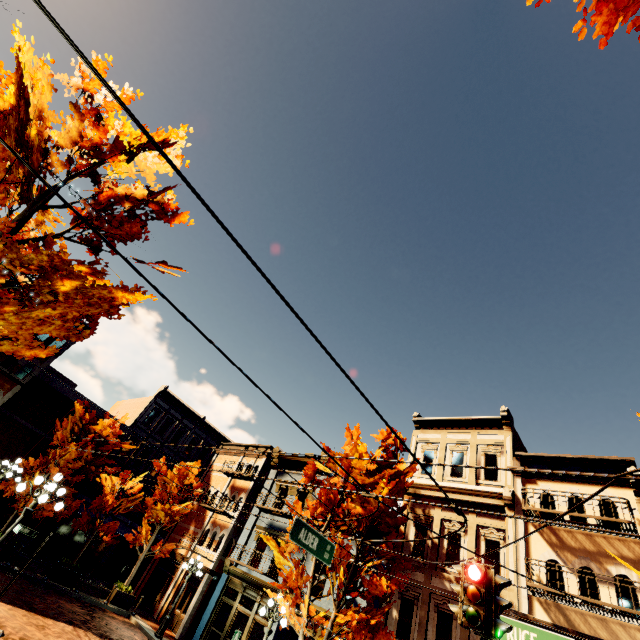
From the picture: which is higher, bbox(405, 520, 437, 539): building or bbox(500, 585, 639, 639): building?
bbox(405, 520, 437, 539): building

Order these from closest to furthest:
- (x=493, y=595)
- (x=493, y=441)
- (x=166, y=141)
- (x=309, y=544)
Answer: (x=493, y=595) → (x=166, y=141) → (x=309, y=544) → (x=493, y=441)

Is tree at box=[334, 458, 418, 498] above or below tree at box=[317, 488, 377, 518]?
above

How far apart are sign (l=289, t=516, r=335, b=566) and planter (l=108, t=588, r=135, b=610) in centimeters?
1817cm

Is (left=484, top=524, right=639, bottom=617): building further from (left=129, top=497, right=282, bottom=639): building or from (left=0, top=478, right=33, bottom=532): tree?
(left=129, top=497, right=282, bottom=639): building

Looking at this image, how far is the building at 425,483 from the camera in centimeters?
1591cm

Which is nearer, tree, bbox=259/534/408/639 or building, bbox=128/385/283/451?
tree, bbox=259/534/408/639

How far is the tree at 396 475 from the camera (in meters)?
13.12
